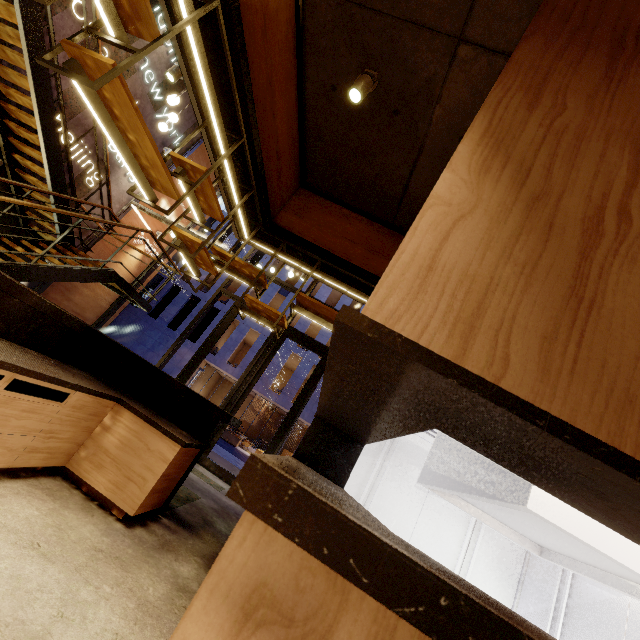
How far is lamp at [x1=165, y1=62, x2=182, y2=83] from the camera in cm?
452

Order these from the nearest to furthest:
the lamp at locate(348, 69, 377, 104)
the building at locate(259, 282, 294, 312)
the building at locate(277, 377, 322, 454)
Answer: the lamp at locate(348, 69, 377, 104), the building at locate(277, 377, 322, 454), the building at locate(259, 282, 294, 312)

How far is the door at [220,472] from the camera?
6.7 meters

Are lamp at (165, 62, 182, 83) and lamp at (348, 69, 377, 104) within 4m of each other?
yes

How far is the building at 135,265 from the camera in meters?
10.0 m

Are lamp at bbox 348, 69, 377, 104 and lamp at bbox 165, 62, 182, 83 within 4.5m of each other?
yes

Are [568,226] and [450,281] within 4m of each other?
yes

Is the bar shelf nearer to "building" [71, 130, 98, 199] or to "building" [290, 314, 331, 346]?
"building" [71, 130, 98, 199]
